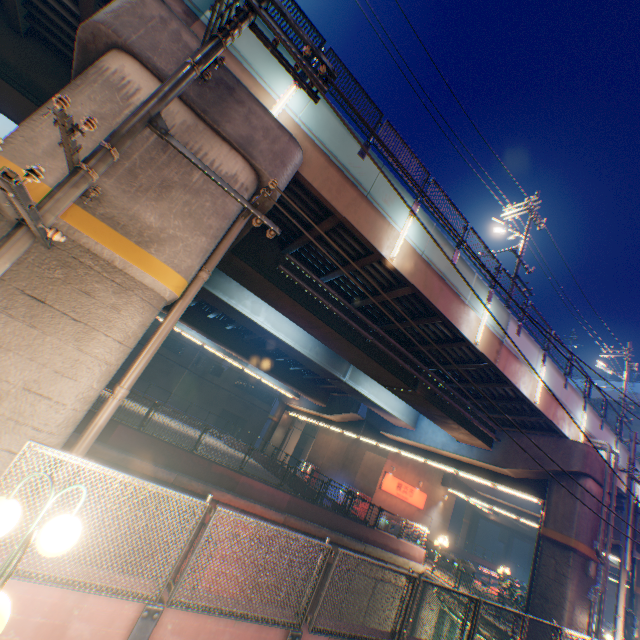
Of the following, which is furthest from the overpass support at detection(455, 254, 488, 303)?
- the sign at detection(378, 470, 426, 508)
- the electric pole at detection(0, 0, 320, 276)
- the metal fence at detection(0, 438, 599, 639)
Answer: the sign at detection(378, 470, 426, 508)

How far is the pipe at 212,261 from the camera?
6.7m

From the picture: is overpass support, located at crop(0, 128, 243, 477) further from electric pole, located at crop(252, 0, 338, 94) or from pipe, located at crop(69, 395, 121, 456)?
electric pole, located at crop(252, 0, 338, 94)

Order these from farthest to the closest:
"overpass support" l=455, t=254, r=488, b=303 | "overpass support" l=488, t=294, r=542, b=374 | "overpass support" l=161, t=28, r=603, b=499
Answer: "overpass support" l=488, t=294, r=542, b=374
"overpass support" l=455, t=254, r=488, b=303
"overpass support" l=161, t=28, r=603, b=499

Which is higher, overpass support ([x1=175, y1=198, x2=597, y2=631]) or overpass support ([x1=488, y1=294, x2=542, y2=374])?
overpass support ([x1=488, y1=294, x2=542, y2=374])

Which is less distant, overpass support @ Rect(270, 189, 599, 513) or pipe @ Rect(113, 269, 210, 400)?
pipe @ Rect(113, 269, 210, 400)

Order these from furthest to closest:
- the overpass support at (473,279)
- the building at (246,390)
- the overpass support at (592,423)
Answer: the building at (246,390) → the overpass support at (592,423) → the overpass support at (473,279)

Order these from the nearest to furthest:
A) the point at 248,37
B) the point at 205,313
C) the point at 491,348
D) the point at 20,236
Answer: the point at 20,236, the point at 248,37, the point at 491,348, the point at 205,313
